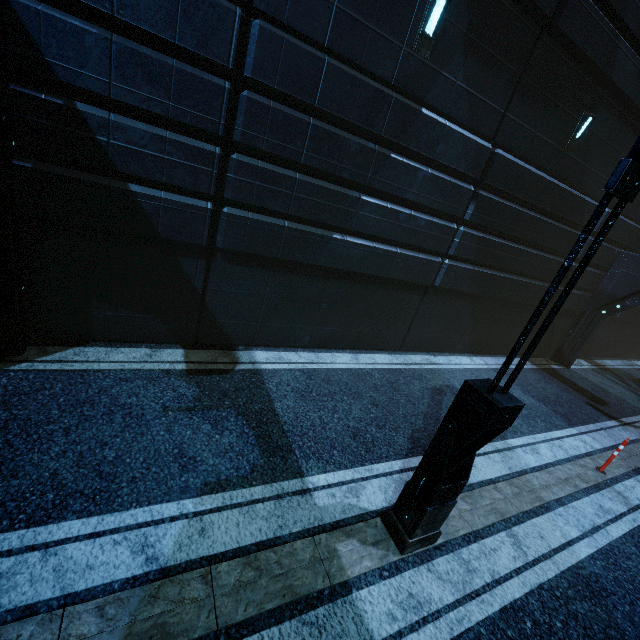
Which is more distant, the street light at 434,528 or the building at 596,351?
the building at 596,351

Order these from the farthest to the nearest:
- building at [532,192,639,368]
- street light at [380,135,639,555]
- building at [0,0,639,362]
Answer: building at [532,192,639,368]
building at [0,0,639,362]
street light at [380,135,639,555]

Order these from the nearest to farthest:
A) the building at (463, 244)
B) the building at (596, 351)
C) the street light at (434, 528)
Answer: the street light at (434, 528) → the building at (463, 244) → the building at (596, 351)

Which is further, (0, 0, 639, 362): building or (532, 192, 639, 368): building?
(532, 192, 639, 368): building

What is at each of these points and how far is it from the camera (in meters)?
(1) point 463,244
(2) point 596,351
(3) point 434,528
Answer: (1) building, 8.69
(2) building, 16.20
(3) street light, 4.25

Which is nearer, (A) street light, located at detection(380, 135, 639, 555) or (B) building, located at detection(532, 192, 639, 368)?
(A) street light, located at detection(380, 135, 639, 555)
